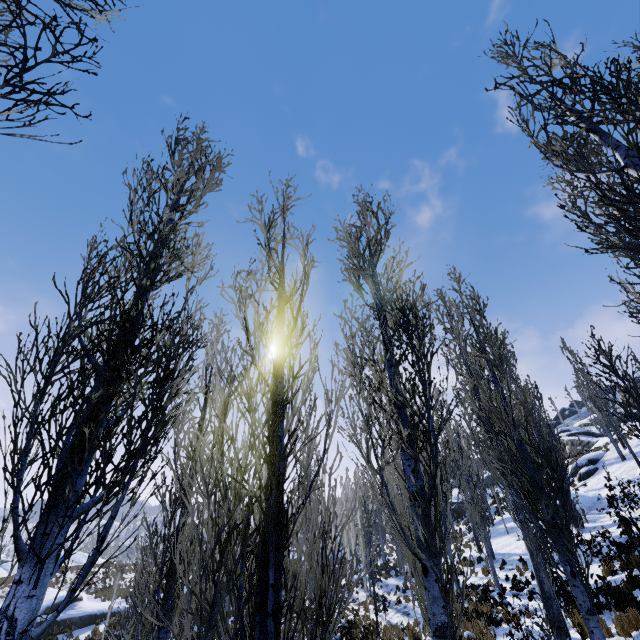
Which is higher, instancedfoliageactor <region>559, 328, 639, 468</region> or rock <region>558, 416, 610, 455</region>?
rock <region>558, 416, 610, 455</region>

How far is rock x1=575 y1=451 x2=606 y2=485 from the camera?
25.1m

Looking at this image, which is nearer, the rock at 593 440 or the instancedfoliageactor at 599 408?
the instancedfoliageactor at 599 408

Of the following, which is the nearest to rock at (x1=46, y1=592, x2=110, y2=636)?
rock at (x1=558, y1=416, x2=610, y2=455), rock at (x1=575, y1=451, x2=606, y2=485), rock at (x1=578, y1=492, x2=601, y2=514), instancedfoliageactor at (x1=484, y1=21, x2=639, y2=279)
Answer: instancedfoliageactor at (x1=484, y1=21, x2=639, y2=279)

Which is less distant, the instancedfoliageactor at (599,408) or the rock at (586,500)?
the instancedfoliageactor at (599,408)

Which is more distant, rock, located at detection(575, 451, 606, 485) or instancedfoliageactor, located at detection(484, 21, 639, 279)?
rock, located at detection(575, 451, 606, 485)

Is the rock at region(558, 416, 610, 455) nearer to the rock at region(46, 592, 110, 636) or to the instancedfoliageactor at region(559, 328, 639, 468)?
the instancedfoliageactor at region(559, 328, 639, 468)

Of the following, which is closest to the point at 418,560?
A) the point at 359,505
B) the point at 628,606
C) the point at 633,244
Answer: the point at 359,505
